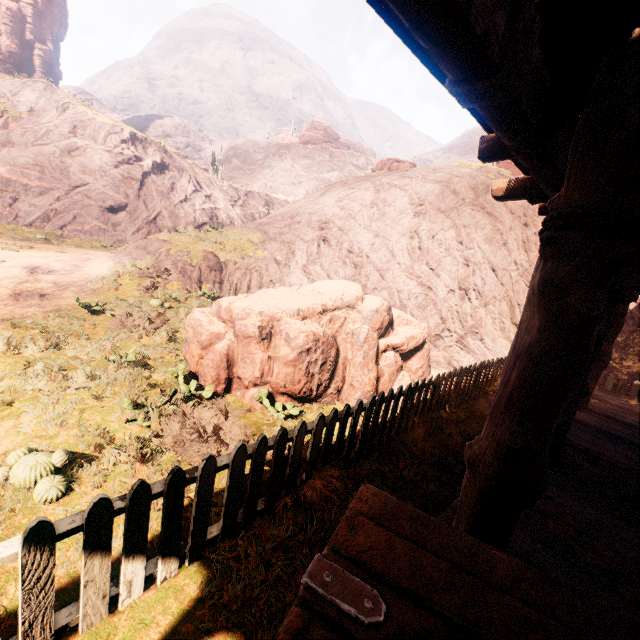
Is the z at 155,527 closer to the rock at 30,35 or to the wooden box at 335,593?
the wooden box at 335,593

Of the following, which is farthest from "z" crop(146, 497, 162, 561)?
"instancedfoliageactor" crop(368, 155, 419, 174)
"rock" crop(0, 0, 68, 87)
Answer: "rock" crop(0, 0, 68, 87)

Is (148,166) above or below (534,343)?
above

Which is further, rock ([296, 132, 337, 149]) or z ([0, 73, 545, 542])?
rock ([296, 132, 337, 149])

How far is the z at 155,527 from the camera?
2.68m

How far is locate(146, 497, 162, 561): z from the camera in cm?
268

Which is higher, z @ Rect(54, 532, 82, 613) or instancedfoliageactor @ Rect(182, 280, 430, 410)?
instancedfoliageactor @ Rect(182, 280, 430, 410)

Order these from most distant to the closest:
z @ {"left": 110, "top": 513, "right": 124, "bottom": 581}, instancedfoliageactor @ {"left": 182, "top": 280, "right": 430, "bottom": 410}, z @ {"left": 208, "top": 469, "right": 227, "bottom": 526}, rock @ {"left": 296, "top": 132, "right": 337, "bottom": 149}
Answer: A: rock @ {"left": 296, "top": 132, "right": 337, "bottom": 149} < instancedfoliageactor @ {"left": 182, "top": 280, "right": 430, "bottom": 410} < z @ {"left": 208, "top": 469, "right": 227, "bottom": 526} < z @ {"left": 110, "top": 513, "right": 124, "bottom": 581}
